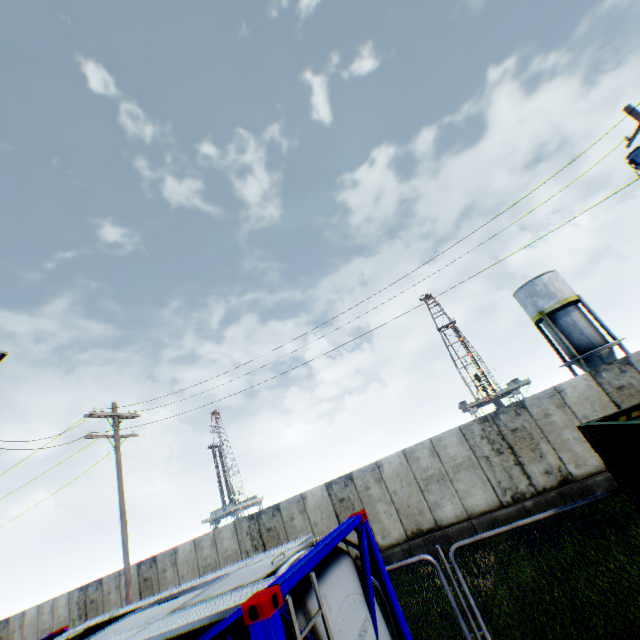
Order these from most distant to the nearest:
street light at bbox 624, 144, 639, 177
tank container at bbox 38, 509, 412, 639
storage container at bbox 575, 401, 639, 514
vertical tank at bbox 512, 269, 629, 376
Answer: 1. vertical tank at bbox 512, 269, 629, 376
2. street light at bbox 624, 144, 639, 177
3. storage container at bbox 575, 401, 639, 514
4. tank container at bbox 38, 509, 412, 639

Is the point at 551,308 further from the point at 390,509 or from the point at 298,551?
the point at 298,551

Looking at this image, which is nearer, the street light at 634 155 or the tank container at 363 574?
the tank container at 363 574

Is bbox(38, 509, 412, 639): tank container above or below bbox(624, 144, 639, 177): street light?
below

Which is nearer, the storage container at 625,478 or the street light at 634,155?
the storage container at 625,478

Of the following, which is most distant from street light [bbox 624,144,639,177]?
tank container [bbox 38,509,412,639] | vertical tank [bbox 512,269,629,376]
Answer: vertical tank [bbox 512,269,629,376]

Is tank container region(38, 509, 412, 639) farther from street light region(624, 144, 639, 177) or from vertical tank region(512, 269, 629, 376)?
vertical tank region(512, 269, 629, 376)

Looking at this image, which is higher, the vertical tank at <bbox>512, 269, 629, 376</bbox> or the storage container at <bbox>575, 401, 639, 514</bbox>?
the vertical tank at <bbox>512, 269, 629, 376</bbox>
